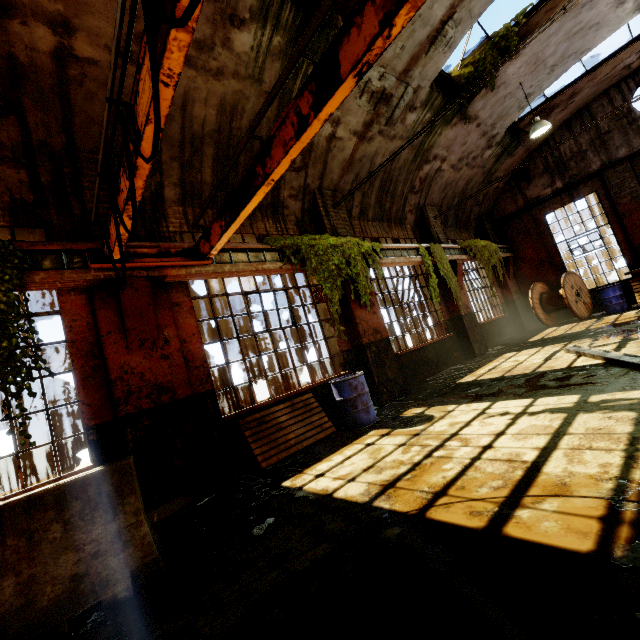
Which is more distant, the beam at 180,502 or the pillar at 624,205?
the pillar at 624,205

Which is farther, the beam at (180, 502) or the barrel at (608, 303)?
the barrel at (608, 303)

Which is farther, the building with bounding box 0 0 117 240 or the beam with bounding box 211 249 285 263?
the beam with bounding box 211 249 285 263

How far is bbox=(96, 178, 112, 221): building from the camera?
3.2m

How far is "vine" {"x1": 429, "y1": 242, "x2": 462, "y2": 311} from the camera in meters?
9.9 m

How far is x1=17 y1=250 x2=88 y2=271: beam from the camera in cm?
400

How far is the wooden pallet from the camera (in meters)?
5.37

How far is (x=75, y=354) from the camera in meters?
4.5 m
